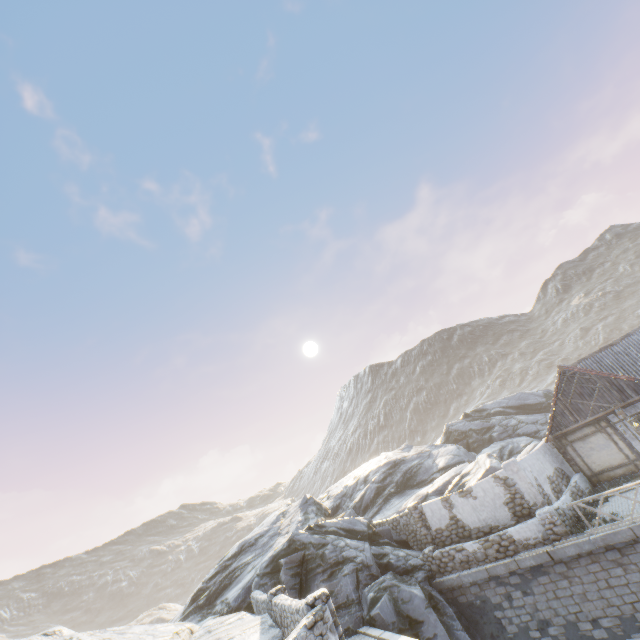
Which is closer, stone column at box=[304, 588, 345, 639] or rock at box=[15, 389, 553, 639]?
stone column at box=[304, 588, 345, 639]

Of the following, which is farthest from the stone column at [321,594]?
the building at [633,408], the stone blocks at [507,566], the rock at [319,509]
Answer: the building at [633,408]

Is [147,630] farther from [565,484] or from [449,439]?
[449,439]

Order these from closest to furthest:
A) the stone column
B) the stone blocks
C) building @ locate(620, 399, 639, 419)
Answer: the stone column → the stone blocks → building @ locate(620, 399, 639, 419)

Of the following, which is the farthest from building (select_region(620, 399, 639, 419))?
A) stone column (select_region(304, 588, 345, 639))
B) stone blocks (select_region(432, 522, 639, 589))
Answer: stone column (select_region(304, 588, 345, 639))

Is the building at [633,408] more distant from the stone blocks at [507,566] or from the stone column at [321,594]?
the stone column at [321,594]

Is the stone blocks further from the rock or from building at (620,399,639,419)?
building at (620,399,639,419)
